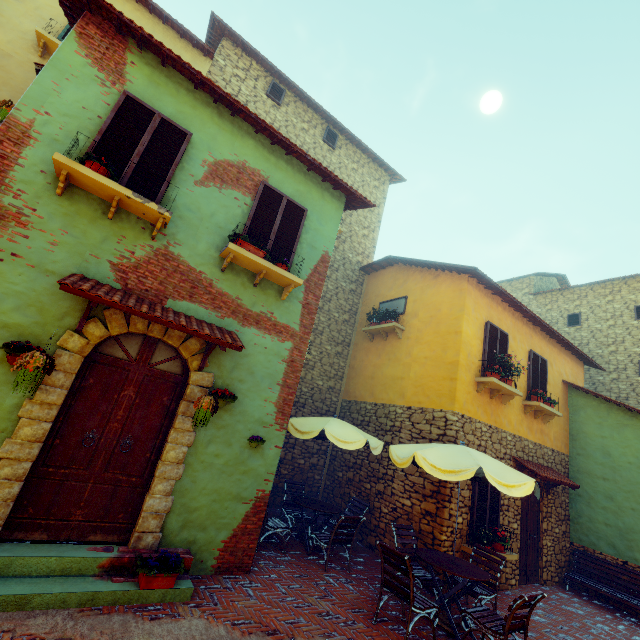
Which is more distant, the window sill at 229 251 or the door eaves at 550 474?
the door eaves at 550 474

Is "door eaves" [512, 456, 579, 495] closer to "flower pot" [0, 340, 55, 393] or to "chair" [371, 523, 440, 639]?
"chair" [371, 523, 440, 639]

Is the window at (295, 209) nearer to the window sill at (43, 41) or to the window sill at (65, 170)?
the window sill at (65, 170)

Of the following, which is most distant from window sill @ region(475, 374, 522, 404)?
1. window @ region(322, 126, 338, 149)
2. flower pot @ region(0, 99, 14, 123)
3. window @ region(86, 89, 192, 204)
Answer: flower pot @ region(0, 99, 14, 123)

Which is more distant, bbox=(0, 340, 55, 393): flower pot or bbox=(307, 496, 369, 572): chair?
bbox=(307, 496, 369, 572): chair

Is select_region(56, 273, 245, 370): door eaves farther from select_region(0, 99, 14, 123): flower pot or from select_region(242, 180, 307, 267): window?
select_region(0, 99, 14, 123): flower pot

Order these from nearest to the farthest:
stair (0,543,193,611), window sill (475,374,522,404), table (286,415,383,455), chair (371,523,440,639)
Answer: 1. stair (0,543,193,611)
2. chair (371,523,440,639)
3. table (286,415,383,455)
4. window sill (475,374,522,404)

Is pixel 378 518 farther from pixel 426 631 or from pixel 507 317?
pixel 507 317
